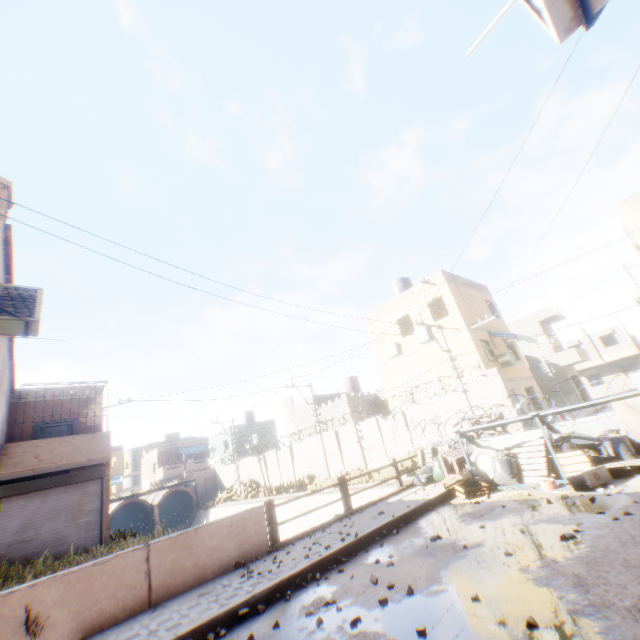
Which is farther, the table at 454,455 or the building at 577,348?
the building at 577,348

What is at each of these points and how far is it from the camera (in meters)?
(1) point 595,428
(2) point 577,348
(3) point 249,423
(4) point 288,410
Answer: (1) concrete block, 7.88
(2) building, 31.59
(3) building, 43.25
(4) building, 36.03

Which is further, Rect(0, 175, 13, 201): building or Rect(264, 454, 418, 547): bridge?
Rect(264, 454, 418, 547): bridge

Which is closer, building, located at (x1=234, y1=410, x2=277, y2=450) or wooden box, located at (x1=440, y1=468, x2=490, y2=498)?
wooden box, located at (x1=440, y1=468, x2=490, y2=498)

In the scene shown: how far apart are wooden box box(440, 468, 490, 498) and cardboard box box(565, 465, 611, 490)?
1.8m

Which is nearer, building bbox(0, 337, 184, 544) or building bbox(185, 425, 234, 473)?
building bbox(0, 337, 184, 544)

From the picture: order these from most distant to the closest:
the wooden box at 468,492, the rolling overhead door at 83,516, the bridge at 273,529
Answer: the rolling overhead door at 83,516 < the wooden box at 468,492 < the bridge at 273,529

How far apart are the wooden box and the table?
0.4 meters
